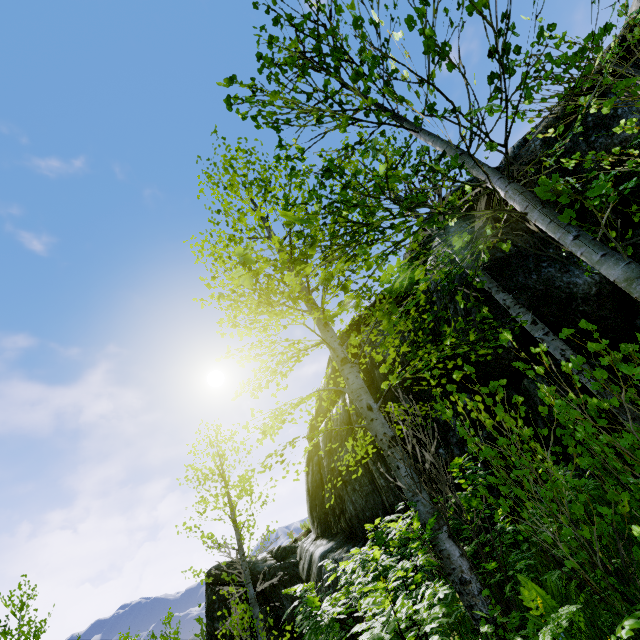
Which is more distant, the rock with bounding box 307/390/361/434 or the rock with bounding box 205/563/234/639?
the rock with bounding box 205/563/234/639

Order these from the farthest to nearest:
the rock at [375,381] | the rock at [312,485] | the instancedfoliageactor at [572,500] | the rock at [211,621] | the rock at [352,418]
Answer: the rock at [211,621], the rock at [352,418], the rock at [375,381], the rock at [312,485], the instancedfoliageactor at [572,500]

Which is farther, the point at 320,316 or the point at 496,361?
the point at 496,361

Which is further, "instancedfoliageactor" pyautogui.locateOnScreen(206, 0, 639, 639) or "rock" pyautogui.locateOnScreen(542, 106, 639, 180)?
"rock" pyautogui.locateOnScreen(542, 106, 639, 180)

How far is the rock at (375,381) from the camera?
8.1 meters

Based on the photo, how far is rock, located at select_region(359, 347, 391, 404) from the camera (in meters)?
8.08

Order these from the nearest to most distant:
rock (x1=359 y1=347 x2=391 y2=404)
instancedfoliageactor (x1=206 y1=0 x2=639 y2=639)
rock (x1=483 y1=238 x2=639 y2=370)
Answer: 1. instancedfoliageactor (x1=206 y1=0 x2=639 y2=639)
2. rock (x1=483 y1=238 x2=639 y2=370)
3. rock (x1=359 y1=347 x2=391 y2=404)
